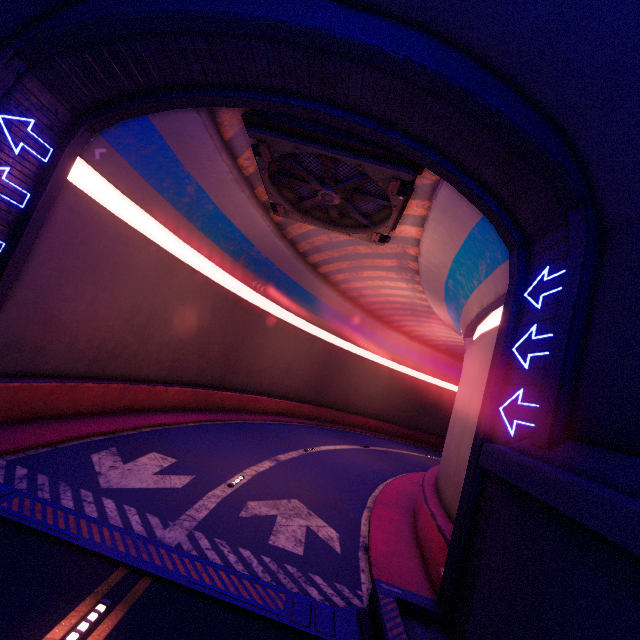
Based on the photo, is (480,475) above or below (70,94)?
below

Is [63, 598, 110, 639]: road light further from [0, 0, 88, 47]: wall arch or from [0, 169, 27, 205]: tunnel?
[0, 0, 88, 47]: wall arch

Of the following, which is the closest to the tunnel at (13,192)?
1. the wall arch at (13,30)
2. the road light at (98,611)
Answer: the wall arch at (13,30)

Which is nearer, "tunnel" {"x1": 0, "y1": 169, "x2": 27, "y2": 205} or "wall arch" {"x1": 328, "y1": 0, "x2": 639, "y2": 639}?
"wall arch" {"x1": 328, "y1": 0, "x2": 639, "y2": 639}

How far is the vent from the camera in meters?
9.8

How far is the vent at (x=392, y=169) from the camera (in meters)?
9.75

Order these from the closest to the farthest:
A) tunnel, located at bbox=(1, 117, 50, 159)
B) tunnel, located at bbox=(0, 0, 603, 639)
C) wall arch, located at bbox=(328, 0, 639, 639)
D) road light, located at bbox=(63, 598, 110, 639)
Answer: wall arch, located at bbox=(328, 0, 639, 639), road light, located at bbox=(63, 598, 110, 639), tunnel, located at bbox=(0, 0, 603, 639), tunnel, located at bbox=(1, 117, 50, 159)
